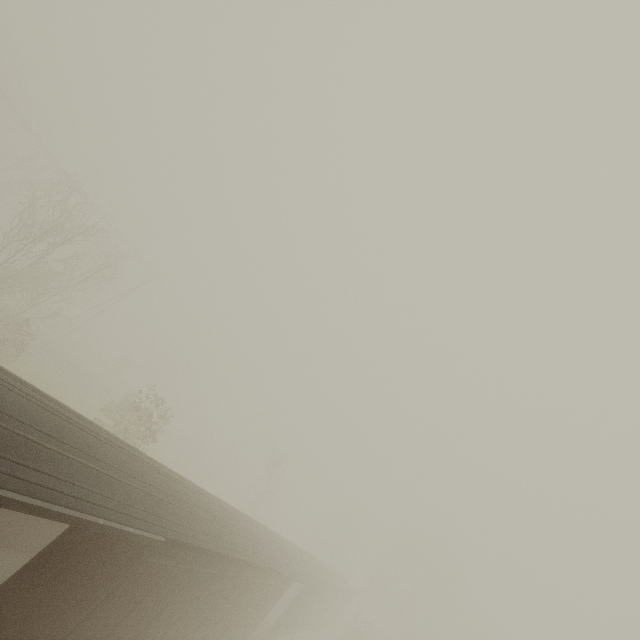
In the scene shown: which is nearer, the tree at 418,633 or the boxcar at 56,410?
the boxcar at 56,410

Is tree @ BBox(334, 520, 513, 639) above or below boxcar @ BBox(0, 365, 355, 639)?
above

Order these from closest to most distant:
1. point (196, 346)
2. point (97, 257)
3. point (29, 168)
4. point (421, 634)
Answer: point (29, 168) → point (421, 634) → point (97, 257) → point (196, 346)

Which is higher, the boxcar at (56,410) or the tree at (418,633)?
the tree at (418,633)

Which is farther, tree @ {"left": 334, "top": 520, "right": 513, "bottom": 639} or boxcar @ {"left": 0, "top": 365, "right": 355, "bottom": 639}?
tree @ {"left": 334, "top": 520, "right": 513, "bottom": 639}
